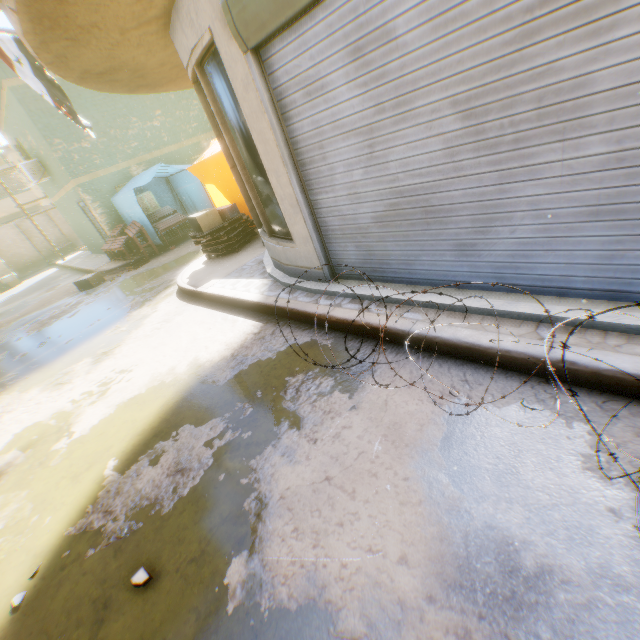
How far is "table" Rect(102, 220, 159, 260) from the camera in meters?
A: 11.5

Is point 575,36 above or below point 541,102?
above

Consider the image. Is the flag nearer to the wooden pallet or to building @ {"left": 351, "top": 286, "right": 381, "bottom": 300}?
building @ {"left": 351, "top": 286, "right": 381, "bottom": 300}

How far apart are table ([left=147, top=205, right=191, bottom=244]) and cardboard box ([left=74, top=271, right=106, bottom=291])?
2.33m

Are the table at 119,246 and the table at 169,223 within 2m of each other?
yes

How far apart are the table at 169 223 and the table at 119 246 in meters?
0.2

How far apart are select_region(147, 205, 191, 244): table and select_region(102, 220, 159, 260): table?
0.2m

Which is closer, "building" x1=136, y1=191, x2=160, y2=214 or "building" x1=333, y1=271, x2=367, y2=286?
"building" x1=333, y1=271, x2=367, y2=286
